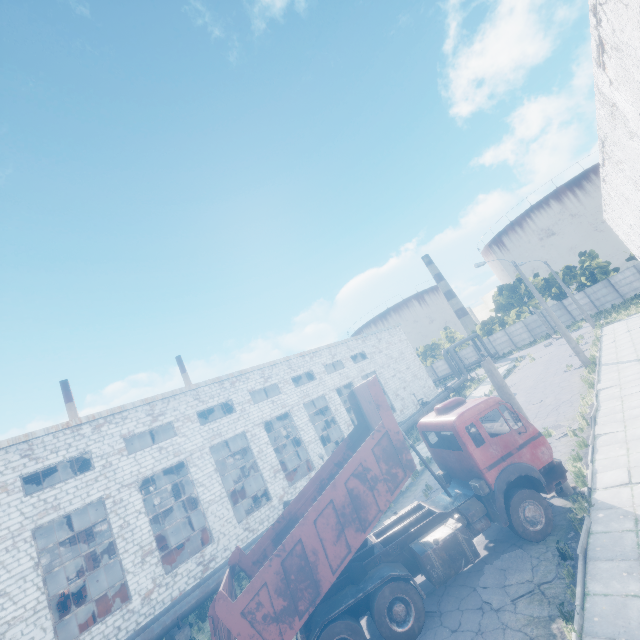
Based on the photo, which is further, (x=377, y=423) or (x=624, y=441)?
(x=624, y=441)

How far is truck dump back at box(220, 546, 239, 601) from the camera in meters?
8.8

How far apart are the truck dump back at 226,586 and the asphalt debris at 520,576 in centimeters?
610cm

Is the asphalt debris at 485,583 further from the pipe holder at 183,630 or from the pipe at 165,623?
the pipe holder at 183,630

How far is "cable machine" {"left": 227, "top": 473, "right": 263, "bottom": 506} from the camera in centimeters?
3384cm

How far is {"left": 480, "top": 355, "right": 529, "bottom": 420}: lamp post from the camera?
10.78m

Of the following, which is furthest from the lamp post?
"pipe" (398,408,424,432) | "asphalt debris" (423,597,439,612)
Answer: "pipe" (398,408,424,432)

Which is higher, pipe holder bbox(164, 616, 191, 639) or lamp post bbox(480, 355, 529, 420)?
lamp post bbox(480, 355, 529, 420)
